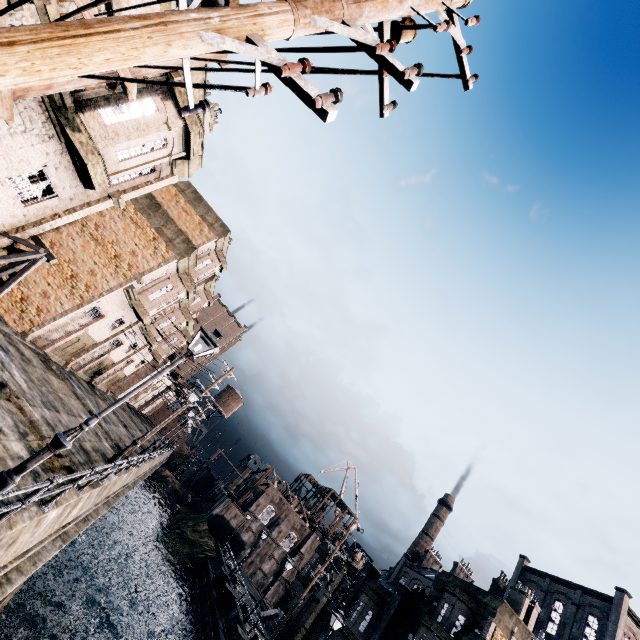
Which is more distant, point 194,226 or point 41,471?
point 194,226

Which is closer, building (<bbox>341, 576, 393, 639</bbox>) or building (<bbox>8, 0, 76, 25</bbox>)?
building (<bbox>8, 0, 76, 25</bbox>)

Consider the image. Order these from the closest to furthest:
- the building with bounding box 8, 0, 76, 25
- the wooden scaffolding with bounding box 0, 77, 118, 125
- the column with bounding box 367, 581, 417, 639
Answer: the wooden scaffolding with bounding box 0, 77, 118, 125 → the building with bounding box 8, 0, 76, 25 → the column with bounding box 367, 581, 417, 639

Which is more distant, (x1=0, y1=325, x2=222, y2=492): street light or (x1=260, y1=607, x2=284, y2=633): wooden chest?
(x1=260, y1=607, x2=284, y2=633): wooden chest

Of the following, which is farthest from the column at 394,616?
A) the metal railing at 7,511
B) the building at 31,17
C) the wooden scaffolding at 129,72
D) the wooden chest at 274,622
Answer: the wooden scaffolding at 129,72

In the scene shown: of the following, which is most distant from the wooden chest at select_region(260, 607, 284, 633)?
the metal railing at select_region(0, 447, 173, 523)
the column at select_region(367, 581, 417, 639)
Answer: the metal railing at select_region(0, 447, 173, 523)

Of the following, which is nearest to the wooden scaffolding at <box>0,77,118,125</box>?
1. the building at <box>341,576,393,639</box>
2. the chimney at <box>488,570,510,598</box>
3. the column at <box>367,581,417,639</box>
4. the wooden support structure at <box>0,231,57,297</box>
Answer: the wooden support structure at <box>0,231,57,297</box>

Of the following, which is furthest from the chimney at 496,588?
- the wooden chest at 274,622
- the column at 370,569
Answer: the wooden chest at 274,622
